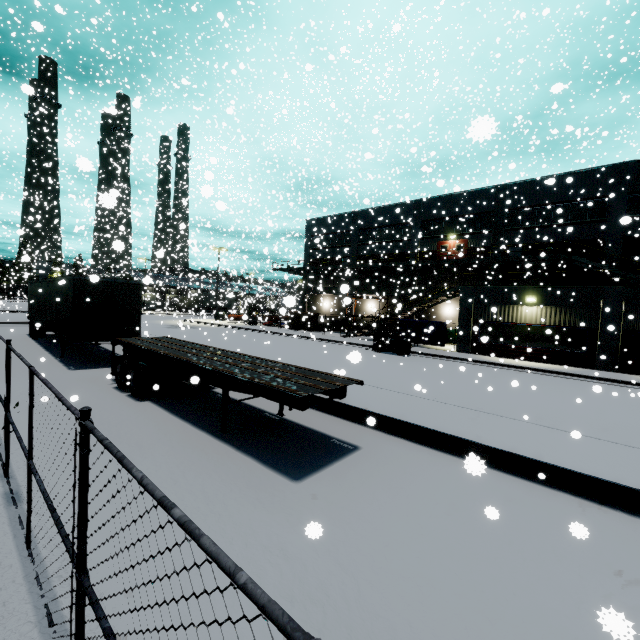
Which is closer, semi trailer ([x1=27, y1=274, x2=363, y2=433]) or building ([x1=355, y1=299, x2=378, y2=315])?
semi trailer ([x1=27, y1=274, x2=363, y2=433])

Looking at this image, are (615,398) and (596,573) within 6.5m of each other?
no

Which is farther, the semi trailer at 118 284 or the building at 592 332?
the building at 592 332

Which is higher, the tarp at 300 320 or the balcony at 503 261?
the balcony at 503 261

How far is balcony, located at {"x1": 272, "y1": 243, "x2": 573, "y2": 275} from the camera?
24.66m

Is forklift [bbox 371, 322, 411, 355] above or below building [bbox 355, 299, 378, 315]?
below

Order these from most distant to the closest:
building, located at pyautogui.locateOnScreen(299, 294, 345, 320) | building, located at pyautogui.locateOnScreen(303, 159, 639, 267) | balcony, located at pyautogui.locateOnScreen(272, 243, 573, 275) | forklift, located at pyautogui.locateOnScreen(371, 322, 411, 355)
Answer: building, located at pyautogui.locateOnScreen(299, 294, 345, 320) < balcony, located at pyautogui.locateOnScreen(272, 243, 573, 275) < building, located at pyautogui.locateOnScreen(303, 159, 639, 267) < forklift, located at pyautogui.locateOnScreen(371, 322, 411, 355)

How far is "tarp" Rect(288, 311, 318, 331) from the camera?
32.8m
